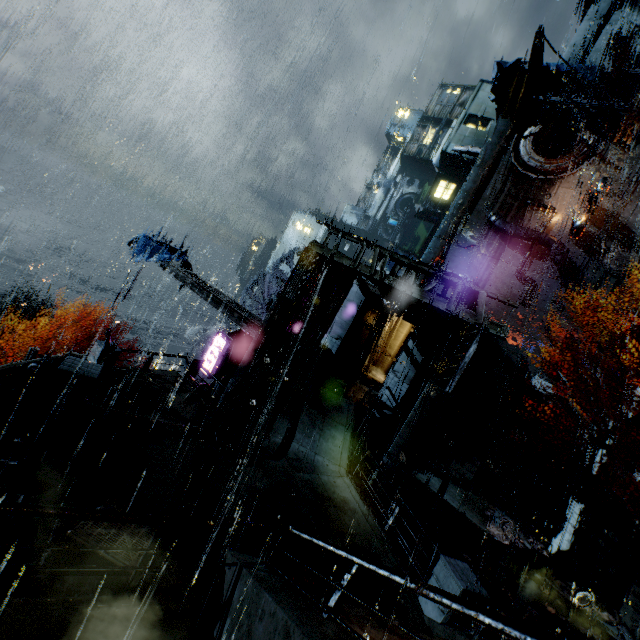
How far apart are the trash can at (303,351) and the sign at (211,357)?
6.9m

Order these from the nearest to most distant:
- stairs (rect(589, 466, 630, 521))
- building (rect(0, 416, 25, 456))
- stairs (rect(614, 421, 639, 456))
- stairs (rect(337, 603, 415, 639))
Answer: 1. stairs (rect(337, 603, 415, 639))
2. building (rect(0, 416, 25, 456))
3. stairs (rect(589, 466, 630, 521))
4. stairs (rect(614, 421, 639, 456))

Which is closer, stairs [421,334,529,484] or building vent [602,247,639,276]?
stairs [421,334,529,484]

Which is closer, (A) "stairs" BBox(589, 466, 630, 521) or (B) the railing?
(B) the railing

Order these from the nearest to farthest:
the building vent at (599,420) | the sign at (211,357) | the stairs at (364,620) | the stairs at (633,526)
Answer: the stairs at (364,620) < the stairs at (633,526) < the sign at (211,357) < the building vent at (599,420)

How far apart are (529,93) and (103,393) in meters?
50.6

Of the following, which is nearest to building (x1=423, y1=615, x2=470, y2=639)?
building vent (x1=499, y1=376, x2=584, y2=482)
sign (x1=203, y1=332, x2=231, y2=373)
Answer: building vent (x1=499, y1=376, x2=584, y2=482)
